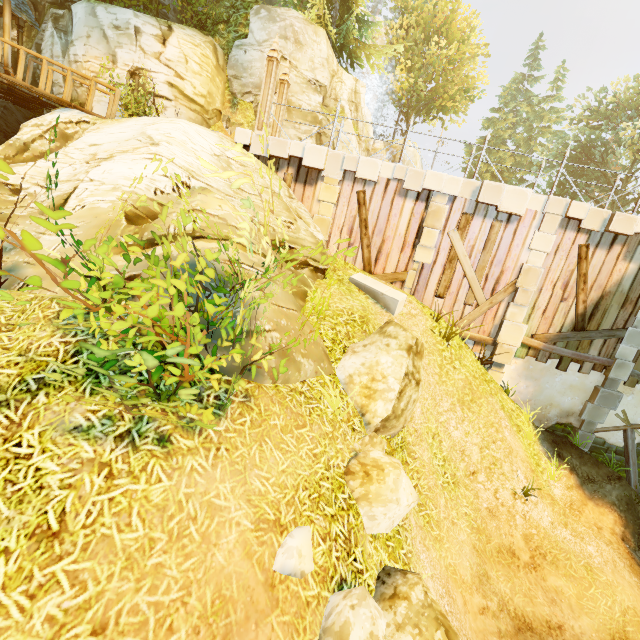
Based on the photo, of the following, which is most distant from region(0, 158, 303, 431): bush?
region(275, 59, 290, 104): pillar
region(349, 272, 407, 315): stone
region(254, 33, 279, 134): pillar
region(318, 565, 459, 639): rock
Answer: region(275, 59, 290, 104): pillar

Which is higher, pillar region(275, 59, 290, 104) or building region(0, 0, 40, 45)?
building region(0, 0, 40, 45)

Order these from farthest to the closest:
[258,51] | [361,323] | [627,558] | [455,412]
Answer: [258,51] < [455,412] < [627,558] < [361,323]

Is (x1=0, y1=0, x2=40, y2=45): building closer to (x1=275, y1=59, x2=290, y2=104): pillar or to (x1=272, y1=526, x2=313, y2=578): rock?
(x1=275, y1=59, x2=290, y2=104): pillar

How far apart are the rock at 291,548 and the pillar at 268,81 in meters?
10.5 m

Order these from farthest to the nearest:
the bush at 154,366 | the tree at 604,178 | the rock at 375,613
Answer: the tree at 604,178
the rock at 375,613
the bush at 154,366

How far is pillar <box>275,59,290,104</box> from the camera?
10.8m

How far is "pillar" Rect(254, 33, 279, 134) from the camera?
9.55m
